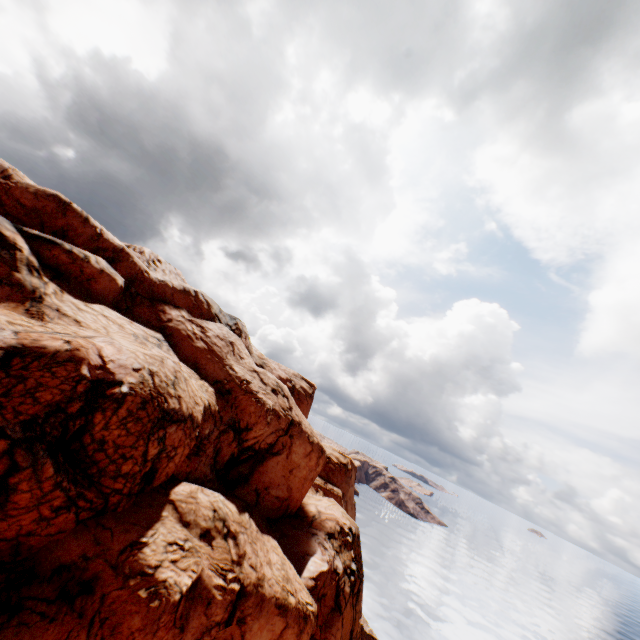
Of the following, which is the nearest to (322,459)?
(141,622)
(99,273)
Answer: (141,622)
